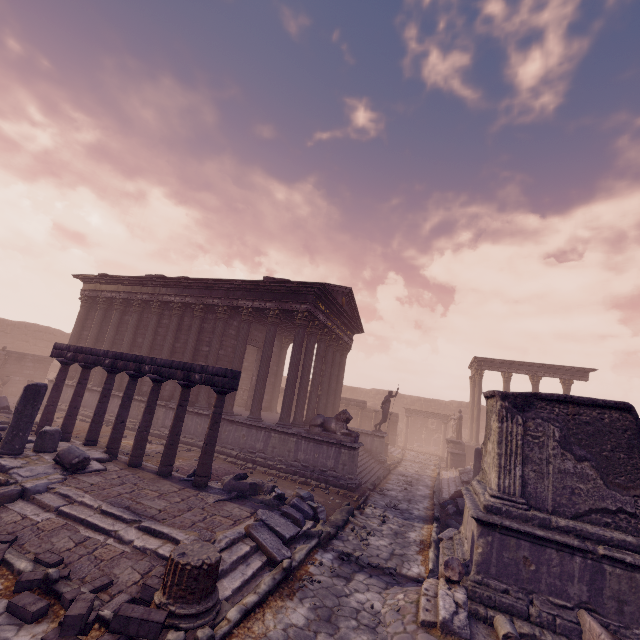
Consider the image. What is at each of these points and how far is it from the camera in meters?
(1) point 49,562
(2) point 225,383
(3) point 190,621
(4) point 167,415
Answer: (1) stone blocks, 4.7
(2) entablature, 8.6
(3) column base, 4.0
(4) building, 14.8

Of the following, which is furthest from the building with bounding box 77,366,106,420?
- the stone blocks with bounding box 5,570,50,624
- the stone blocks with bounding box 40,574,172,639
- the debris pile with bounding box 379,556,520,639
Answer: the stone blocks with bounding box 5,570,50,624

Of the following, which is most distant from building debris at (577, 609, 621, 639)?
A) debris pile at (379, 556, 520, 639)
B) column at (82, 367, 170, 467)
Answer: column at (82, 367, 170, 467)

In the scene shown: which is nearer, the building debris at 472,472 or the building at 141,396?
the building debris at 472,472

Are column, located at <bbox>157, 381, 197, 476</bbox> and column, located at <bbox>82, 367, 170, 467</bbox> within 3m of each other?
yes

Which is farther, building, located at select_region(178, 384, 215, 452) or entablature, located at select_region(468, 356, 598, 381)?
entablature, located at select_region(468, 356, 598, 381)

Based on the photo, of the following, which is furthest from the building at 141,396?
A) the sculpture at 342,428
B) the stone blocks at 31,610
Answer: the stone blocks at 31,610

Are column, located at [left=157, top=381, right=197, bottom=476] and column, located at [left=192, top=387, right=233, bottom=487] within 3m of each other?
yes
